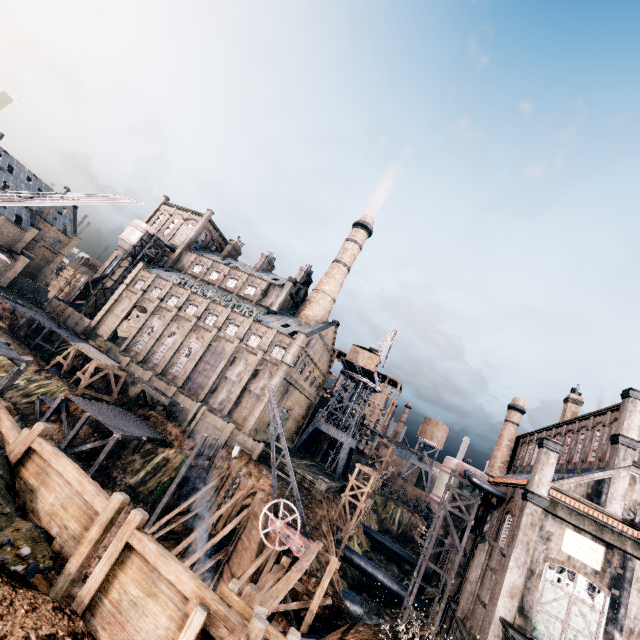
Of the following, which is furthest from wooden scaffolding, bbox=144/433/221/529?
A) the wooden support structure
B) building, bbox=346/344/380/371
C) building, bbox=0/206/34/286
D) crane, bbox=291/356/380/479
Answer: building, bbox=346/344/380/371

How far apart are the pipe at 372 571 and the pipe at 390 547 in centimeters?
1844cm

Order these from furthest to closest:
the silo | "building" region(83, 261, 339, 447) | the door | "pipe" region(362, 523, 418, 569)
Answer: "pipe" region(362, 523, 418, 569)
"building" region(83, 261, 339, 447)
the silo
the door

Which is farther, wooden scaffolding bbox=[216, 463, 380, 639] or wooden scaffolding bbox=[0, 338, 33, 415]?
wooden scaffolding bbox=[0, 338, 33, 415]

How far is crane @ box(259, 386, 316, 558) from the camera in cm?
1620

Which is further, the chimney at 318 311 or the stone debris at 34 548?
the chimney at 318 311

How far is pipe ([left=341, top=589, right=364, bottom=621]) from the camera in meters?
26.2 m

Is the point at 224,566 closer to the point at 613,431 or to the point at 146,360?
the point at 613,431
